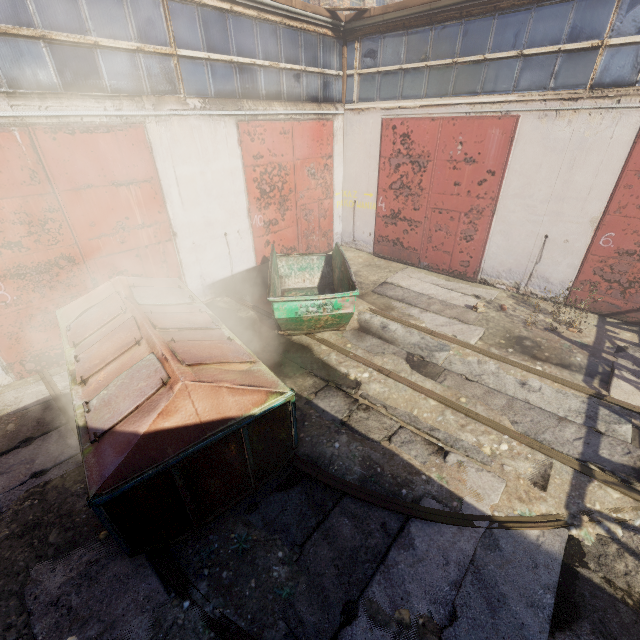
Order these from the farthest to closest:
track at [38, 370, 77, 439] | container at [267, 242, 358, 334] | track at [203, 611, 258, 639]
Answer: container at [267, 242, 358, 334] → track at [38, 370, 77, 439] → track at [203, 611, 258, 639]

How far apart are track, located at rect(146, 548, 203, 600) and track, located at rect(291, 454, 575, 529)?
1.6 meters

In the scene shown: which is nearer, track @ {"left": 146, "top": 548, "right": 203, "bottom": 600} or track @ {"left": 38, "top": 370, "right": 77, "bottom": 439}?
track @ {"left": 146, "top": 548, "right": 203, "bottom": 600}

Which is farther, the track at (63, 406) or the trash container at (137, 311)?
the track at (63, 406)

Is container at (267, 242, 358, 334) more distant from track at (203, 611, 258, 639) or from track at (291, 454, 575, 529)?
track at (203, 611, 258, 639)

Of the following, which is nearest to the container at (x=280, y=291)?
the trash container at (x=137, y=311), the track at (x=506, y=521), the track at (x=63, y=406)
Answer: the trash container at (x=137, y=311)

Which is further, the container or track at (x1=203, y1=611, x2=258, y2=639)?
the container

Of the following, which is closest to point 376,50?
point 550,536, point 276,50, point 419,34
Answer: point 419,34
